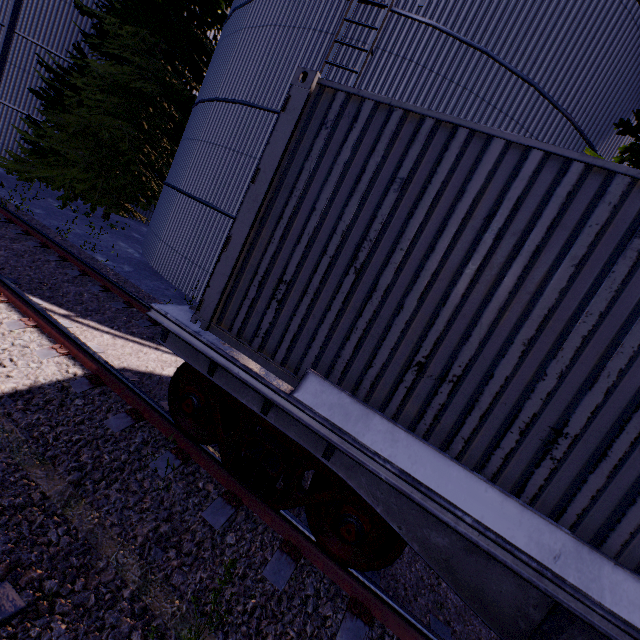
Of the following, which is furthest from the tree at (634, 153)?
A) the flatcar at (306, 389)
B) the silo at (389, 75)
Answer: the flatcar at (306, 389)

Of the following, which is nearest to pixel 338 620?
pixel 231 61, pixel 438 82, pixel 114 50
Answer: pixel 438 82

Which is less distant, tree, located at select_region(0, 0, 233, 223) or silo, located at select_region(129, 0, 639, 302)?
silo, located at select_region(129, 0, 639, 302)

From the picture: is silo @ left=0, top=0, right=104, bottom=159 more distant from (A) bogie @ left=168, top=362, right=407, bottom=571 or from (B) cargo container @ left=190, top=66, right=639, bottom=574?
(A) bogie @ left=168, top=362, right=407, bottom=571

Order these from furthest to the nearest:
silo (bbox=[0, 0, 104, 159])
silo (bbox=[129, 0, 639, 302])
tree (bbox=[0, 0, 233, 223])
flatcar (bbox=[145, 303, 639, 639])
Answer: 1. silo (bbox=[0, 0, 104, 159])
2. tree (bbox=[0, 0, 233, 223])
3. silo (bbox=[129, 0, 639, 302])
4. flatcar (bbox=[145, 303, 639, 639])

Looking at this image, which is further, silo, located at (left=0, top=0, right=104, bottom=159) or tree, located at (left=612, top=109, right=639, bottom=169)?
silo, located at (left=0, top=0, right=104, bottom=159)

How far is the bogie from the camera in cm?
281

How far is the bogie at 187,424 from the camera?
2.81m
